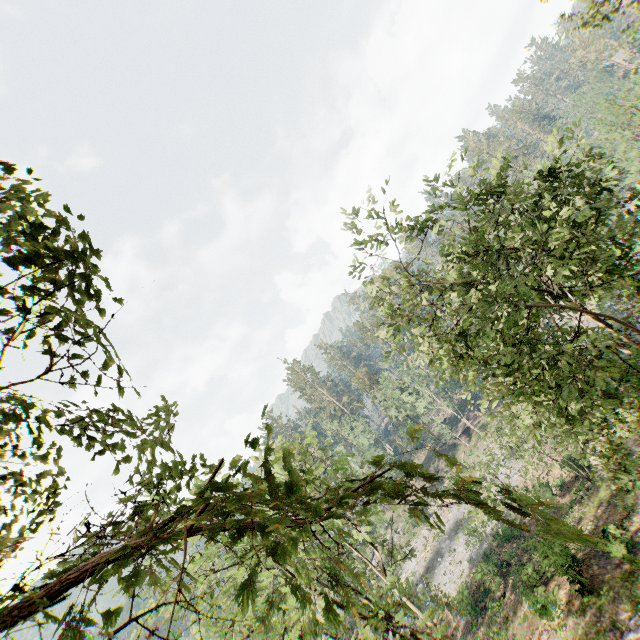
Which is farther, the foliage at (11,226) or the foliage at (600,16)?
the foliage at (600,16)

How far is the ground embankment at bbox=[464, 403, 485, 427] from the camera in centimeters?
5766cm

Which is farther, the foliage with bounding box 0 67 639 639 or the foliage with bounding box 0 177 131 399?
the foliage with bounding box 0 177 131 399

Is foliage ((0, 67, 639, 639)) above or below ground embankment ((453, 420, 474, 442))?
above

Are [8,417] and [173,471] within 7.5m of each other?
yes

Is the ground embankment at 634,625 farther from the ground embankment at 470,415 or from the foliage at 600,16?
the ground embankment at 470,415

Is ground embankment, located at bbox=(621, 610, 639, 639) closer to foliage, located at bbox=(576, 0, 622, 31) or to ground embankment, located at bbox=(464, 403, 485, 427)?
foliage, located at bbox=(576, 0, 622, 31)
